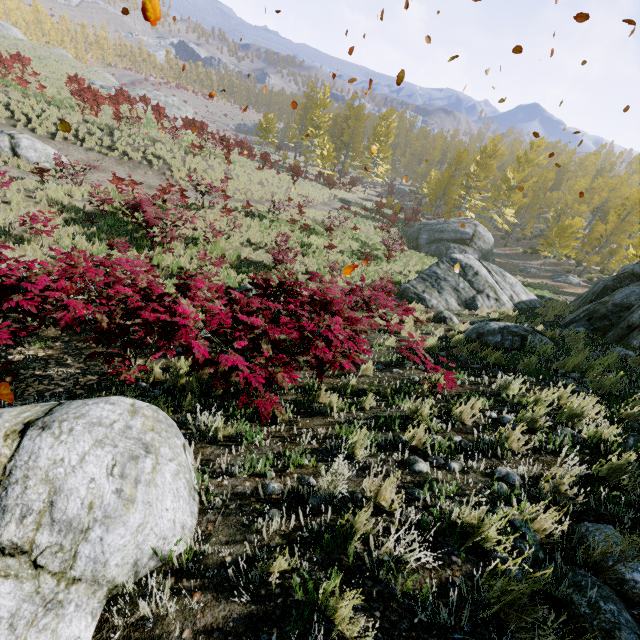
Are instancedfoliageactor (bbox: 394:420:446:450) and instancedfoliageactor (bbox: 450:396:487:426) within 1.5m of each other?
yes

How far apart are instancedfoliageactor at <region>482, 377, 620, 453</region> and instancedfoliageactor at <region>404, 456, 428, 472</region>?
0.52m

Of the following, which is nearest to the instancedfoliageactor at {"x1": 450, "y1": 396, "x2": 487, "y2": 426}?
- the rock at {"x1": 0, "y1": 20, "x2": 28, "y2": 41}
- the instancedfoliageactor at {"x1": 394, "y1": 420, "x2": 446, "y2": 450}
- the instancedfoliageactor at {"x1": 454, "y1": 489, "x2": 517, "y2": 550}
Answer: the instancedfoliageactor at {"x1": 394, "y1": 420, "x2": 446, "y2": 450}

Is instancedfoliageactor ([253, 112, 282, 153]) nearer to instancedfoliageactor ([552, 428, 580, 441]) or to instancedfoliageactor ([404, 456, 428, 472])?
instancedfoliageactor ([404, 456, 428, 472])

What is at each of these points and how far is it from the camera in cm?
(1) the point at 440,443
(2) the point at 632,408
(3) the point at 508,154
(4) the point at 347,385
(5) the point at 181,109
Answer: (1) instancedfoliageactor, 354
(2) instancedfoliageactor, 427
(3) instancedfoliageactor, 5925
(4) instancedfoliageactor, 520
(5) rock, 4156

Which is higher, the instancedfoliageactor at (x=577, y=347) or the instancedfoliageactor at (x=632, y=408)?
the instancedfoliageactor at (x=632, y=408)

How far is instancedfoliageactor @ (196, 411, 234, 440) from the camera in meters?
3.4
